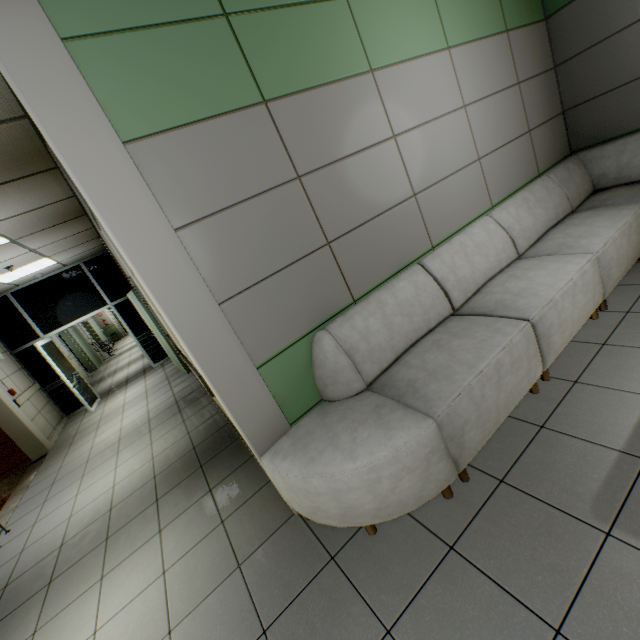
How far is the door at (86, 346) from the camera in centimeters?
1308cm

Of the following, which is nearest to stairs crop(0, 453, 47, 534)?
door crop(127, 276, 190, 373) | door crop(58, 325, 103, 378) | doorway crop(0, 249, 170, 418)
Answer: doorway crop(0, 249, 170, 418)

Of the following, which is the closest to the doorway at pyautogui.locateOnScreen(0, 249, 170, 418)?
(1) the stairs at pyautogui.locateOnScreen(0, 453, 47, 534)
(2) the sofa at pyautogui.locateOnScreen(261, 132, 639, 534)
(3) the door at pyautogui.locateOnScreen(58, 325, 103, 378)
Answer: (1) the stairs at pyautogui.locateOnScreen(0, 453, 47, 534)

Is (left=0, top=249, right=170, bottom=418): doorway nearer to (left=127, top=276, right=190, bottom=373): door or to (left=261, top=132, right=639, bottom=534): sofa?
(left=127, top=276, right=190, bottom=373): door

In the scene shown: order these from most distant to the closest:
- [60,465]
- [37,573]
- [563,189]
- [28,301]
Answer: [28,301] → [60,465] → [563,189] → [37,573]

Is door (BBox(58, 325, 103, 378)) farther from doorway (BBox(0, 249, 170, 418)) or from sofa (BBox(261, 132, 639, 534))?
sofa (BBox(261, 132, 639, 534))

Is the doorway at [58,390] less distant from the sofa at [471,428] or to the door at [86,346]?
the door at [86,346]

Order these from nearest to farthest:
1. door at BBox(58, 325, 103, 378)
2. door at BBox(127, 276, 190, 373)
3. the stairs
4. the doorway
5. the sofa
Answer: the sofa → the stairs → door at BBox(127, 276, 190, 373) → the doorway → door at BBox(58, 325, 103, 378)
